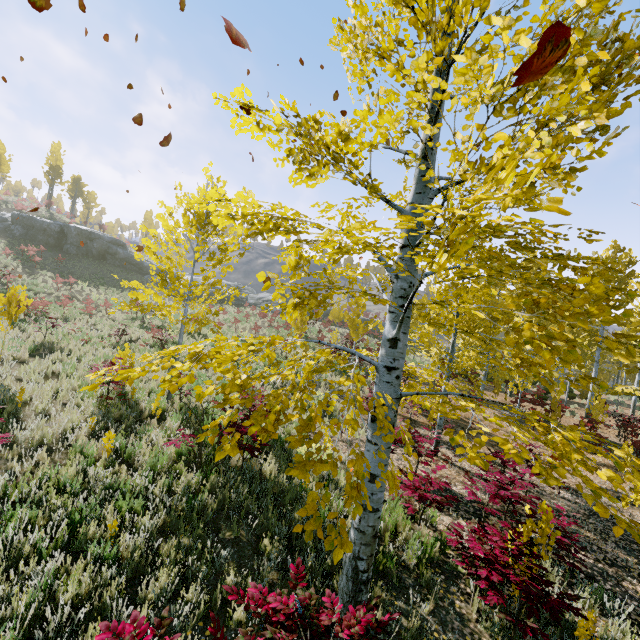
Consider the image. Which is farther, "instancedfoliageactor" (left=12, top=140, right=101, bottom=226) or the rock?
"instancedfoliageactor" (left=12, top=140, right=101, bottom=226)

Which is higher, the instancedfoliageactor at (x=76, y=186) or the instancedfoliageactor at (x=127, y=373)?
Result: the instancedfoliageactor at (x=76, y=186)

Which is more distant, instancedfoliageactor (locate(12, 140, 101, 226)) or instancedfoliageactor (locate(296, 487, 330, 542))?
instancedfoliageactor (locate(12, 140, 101, 226))

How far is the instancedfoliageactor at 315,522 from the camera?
1.8m

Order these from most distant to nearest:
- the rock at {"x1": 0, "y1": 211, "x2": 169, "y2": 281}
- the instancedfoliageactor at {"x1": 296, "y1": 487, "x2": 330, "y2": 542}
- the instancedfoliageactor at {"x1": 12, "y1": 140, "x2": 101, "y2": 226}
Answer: the instancedfoliageactor at {"x1": 12, "y1": 140, "x2": 101, "y2": 226}
the rock at {"x1": 0, "y1": 211, "x2": 169, "y2": 281}
the instancedfoliageactor at {"x1": 296, "y1": 487, "x2": 330, "y2": 542}

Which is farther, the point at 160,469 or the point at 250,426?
the point at 250,426
